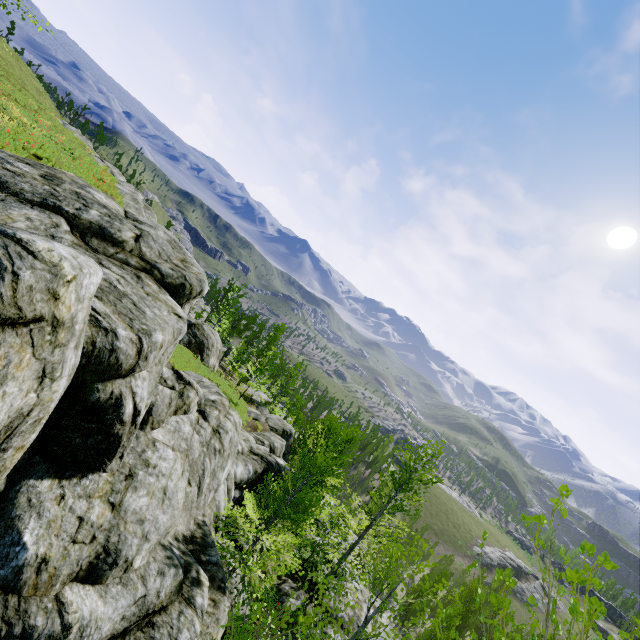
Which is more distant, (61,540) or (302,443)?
(302,443)

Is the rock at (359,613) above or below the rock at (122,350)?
below

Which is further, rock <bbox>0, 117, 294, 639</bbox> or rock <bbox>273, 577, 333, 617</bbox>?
rock <bbox>273, 577, 333, 617</bbox>

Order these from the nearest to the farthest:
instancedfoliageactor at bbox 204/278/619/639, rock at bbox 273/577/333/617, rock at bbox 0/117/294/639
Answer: instancedfoliageactor at bbox 204/278/619/639
rock at bbox 0/117/294/639
rock at bbox 273/577/333/617

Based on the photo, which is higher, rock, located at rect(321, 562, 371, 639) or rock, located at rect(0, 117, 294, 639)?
rock, located at rect(0, 117, 294, 639)

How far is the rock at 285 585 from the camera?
16.5 meters
